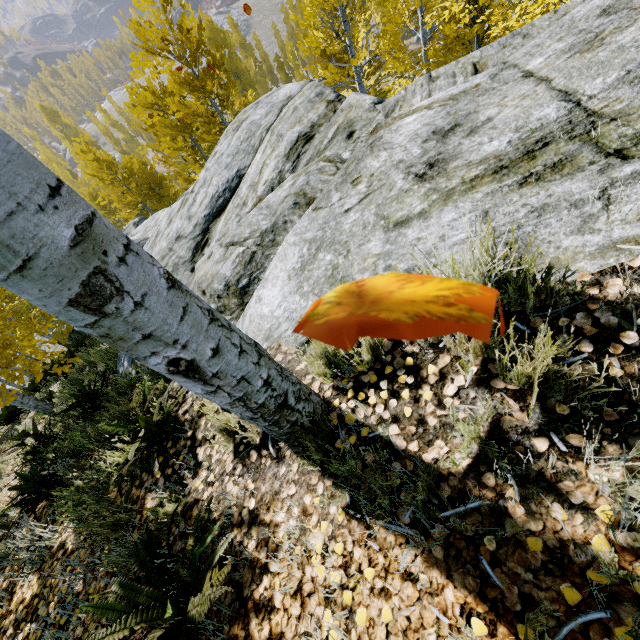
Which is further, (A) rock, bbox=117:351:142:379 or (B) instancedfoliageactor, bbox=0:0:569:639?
(A) rock, bbox=117:351:142:379

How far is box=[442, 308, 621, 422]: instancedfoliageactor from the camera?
1.1 meters

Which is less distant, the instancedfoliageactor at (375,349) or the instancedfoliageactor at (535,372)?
the instancedfoliageactor at (535,372)

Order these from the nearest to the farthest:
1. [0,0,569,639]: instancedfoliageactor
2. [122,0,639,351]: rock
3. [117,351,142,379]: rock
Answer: [0,0,569,639]: instancedfoliageactor < [122,0,639,351]: rock < [117,351,142,379]: rock

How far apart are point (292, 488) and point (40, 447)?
4.9m

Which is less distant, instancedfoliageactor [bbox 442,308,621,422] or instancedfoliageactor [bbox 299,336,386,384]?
instancedfoliageactor [bbox 442,308,621,422]

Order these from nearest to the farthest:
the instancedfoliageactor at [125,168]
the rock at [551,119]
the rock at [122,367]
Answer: the instancedfoliageactor at [125,168] < the rock at [551,119] < the rock at [122,367]
